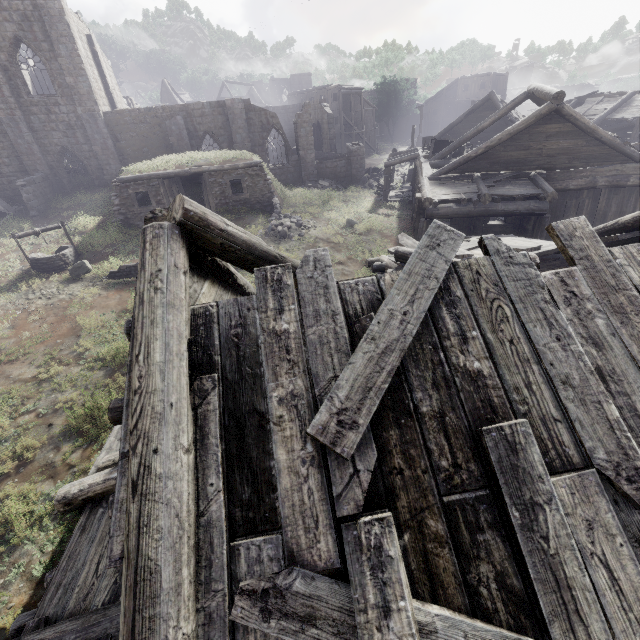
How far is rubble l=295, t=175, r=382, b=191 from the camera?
27.5 meters

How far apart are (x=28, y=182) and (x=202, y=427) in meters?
27.4 m

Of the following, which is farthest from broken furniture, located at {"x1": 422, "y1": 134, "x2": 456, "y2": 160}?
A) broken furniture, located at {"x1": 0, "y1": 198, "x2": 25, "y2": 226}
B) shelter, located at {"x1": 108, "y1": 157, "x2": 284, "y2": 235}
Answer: broken furniture, located at {"x1": 0, "y1": 198, "x2": 25, "y2": 226}

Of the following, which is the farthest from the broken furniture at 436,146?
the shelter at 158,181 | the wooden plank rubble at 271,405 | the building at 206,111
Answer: the wooden plank rubble at 271,405

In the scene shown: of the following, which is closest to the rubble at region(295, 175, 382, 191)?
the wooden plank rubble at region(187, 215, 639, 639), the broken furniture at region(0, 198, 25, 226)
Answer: the broken furniture at region(0, 198, 25, 226)

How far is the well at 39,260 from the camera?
15.7 meters

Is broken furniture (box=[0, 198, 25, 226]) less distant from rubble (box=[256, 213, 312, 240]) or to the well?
the well

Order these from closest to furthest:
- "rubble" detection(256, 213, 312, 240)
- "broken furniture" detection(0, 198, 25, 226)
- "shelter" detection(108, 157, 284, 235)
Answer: "rubble" detection(256, 213, 312, 240)
"shelter" detection(108, 157, 284, 235)
"broken furniture" detection(0, 198, 25, 226)
